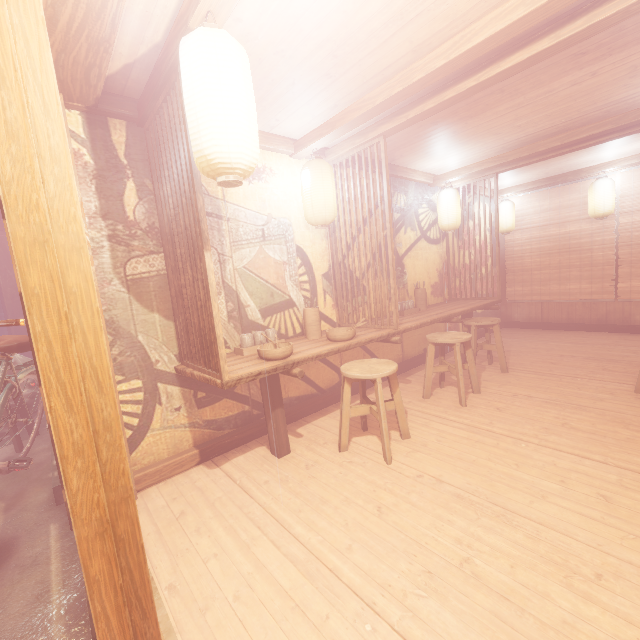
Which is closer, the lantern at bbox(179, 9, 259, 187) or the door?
the door

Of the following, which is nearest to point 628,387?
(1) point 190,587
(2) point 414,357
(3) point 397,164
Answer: (2) point 414,357

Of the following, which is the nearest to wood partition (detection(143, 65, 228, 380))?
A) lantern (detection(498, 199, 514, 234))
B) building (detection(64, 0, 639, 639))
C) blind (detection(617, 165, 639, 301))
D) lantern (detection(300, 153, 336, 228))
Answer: building (detection(64, 0, 639, 639))

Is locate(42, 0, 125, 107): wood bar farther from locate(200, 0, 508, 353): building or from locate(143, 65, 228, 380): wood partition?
locate(143, 65, 228, 380): wood partition

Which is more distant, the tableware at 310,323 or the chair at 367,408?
the tableware at 310,323

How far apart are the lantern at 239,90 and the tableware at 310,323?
3.0m

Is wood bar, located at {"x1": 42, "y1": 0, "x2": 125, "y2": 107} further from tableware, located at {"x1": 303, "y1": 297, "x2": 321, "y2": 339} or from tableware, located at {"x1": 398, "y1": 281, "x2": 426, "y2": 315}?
tableware, located at {"x1": 398, "y1": 281, "x2": 426, "y2": 315}

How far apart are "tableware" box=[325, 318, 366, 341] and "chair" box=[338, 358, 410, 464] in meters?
0.4 m
